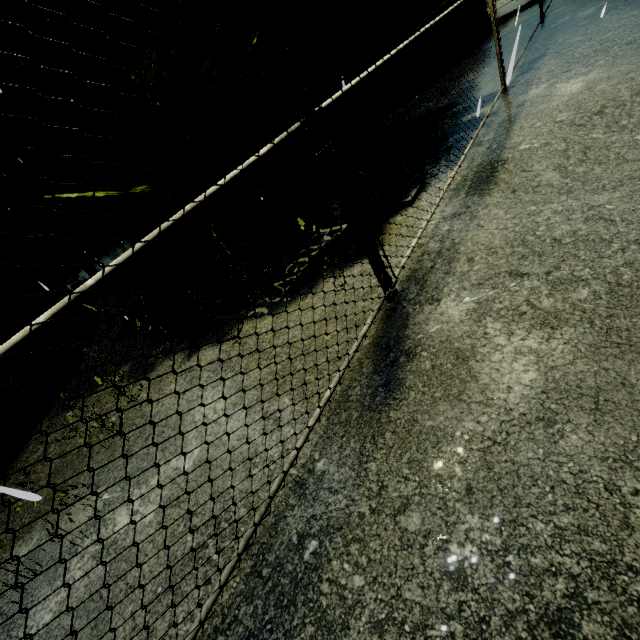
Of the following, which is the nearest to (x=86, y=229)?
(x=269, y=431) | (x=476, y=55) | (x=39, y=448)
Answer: (x=39, y=448)

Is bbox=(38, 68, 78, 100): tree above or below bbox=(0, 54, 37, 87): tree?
below

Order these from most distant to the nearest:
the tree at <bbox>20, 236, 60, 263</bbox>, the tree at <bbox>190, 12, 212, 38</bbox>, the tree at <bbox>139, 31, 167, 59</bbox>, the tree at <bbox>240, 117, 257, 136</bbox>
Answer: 1. the tree at <bbox>20, 236, 60, 263</bbox>
2. the tree at <bbox>240, 117, 257, 136</bbox>
3. the tree at <bbox>190, 12, 212, 38</bbox>
4. the tree at <bbox>139, 31, 167, 59</bbox>

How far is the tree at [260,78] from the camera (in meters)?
3.32

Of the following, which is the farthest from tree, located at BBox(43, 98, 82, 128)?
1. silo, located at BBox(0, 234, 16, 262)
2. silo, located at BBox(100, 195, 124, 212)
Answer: silo, located at BBox(100, 195, 124, 212)

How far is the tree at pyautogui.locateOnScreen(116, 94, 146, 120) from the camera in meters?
3.0 m

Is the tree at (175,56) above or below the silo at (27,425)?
above

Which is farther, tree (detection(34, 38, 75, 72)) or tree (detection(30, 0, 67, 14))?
tree (detection(30, 0, 67, 14))
